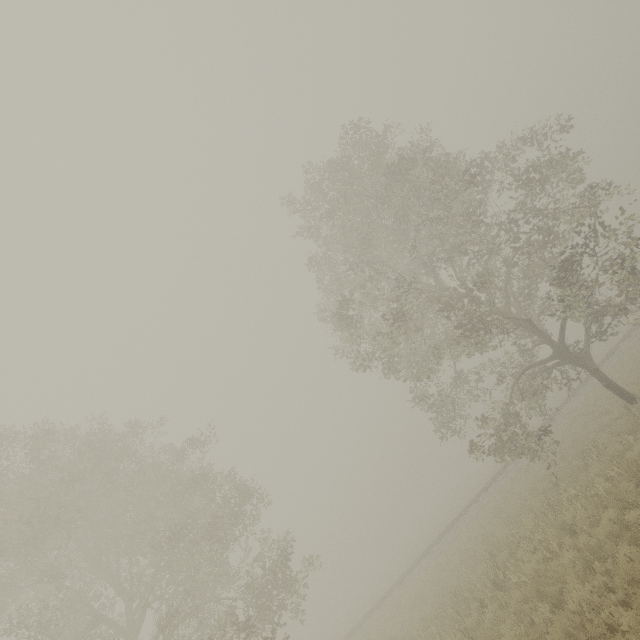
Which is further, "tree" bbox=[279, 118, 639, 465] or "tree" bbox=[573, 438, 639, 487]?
"tree" bbox=[279, 118, 639, 465]

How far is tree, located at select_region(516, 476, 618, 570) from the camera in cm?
910

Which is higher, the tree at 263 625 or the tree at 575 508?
the tree at 263 625

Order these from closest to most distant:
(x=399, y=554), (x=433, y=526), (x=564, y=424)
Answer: (x=564, y=424)
(x=433, y=526)
(x=399, y=554)

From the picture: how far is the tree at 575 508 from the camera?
9.1m

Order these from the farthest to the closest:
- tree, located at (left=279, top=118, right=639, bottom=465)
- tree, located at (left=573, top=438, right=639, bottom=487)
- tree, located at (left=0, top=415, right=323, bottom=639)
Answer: tree, located at (left=279, top=118, right=639, bottom=465), tree, located at (left=0, top=415, right=323, bottom=639), tree, located at (left=573, top=438, right=639, bottom=487)
